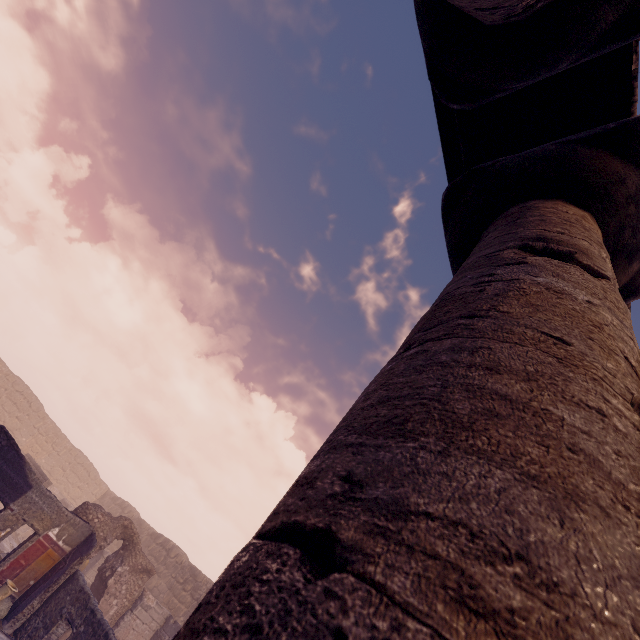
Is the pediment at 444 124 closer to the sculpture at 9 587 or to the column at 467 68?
the column at 467 68

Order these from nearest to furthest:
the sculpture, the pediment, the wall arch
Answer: the pediment < the sculpture < the wall arch

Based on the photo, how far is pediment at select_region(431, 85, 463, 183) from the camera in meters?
3.5

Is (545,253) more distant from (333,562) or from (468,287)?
(333,562)

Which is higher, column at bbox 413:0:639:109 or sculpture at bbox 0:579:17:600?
column at bbox 413:0:639:109

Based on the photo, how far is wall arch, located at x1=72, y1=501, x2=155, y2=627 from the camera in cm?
1337

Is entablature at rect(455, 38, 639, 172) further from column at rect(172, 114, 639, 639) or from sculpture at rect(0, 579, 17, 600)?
sculpture at rect(0, 579, 17, 600)

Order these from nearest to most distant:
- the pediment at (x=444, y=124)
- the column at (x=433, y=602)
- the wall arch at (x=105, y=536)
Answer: the column at (x=433, y=602) < the pediment at (x=444, y=124) < the wall arch at (x=105, y=536)
